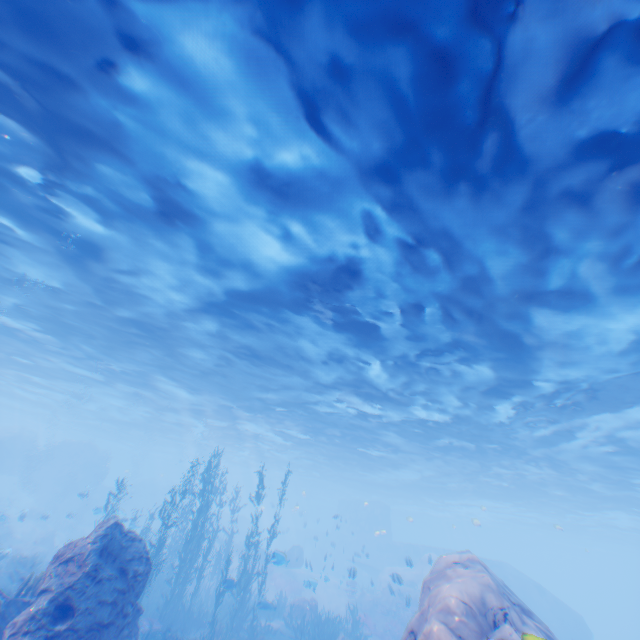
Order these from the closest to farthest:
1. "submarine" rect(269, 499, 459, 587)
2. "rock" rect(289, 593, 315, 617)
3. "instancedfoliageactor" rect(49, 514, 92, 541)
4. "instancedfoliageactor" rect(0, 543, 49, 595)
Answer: "instancedfoliageactor" rect(0, 543, 49, 595), "rock" rect(289, 593, 315, 617), "instancedfoliageactor" rect(49, 514, 92, 541), "submarine" rect(269, 499, 459, 587)

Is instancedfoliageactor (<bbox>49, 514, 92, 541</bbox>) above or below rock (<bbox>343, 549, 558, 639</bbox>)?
below

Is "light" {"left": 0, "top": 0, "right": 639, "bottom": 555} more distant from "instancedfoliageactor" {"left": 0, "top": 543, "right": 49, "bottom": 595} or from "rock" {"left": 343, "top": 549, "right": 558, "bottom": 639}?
"instancedfoliageactor" {"left": 0, "top": 543, "right": 49, "bottom": 595}

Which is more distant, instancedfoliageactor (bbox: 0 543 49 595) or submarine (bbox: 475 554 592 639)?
submarine (bbox: 475 554 592 639)

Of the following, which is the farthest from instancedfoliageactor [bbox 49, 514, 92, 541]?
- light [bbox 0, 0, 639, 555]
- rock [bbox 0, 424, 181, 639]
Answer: light [bbox 0, 0, 639, 555]

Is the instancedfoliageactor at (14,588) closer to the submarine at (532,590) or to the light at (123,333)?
the submarine at (532,590)

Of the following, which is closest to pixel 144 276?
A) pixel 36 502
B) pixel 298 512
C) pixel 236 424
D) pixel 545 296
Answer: pixel 545 296

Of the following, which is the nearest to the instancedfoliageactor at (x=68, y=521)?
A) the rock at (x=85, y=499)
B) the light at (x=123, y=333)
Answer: the rock at (x=85, y=499)
